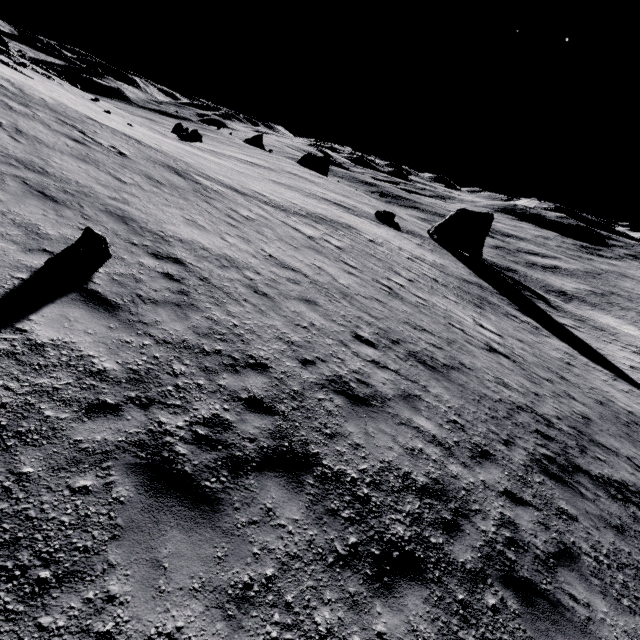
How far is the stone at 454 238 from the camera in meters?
43.0 m

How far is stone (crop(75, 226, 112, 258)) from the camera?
6.7m

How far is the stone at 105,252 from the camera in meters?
6.7

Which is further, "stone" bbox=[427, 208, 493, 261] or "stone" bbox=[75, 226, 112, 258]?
"stone" bbox=[427, 208, 493, 261]

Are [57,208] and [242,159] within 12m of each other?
no

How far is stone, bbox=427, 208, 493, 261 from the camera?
43.0 meters
